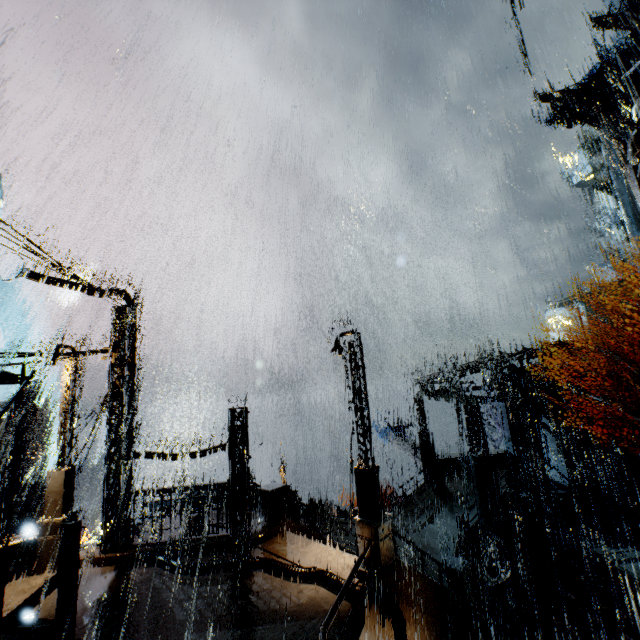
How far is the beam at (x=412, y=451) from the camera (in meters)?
26.11

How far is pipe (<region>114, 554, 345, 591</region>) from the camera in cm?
943

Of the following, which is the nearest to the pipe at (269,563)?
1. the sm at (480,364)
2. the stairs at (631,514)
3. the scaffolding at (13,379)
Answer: the scaffolding at (13,379)

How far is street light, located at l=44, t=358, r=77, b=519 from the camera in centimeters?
1183cm

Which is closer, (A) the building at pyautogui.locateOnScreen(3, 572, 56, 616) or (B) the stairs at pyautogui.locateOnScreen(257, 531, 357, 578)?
(A) the building at pyautogui.locateOnScreen(3, 572, 56, 616)

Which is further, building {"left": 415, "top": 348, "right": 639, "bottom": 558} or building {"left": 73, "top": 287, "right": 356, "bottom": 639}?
building {"left": 415, "top": 348, "right": 639, "bottom": 558}

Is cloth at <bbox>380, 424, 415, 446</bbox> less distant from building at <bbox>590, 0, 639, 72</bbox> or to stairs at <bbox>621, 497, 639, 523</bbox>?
building at <bbox>590, 0, 639, 72</bbox>

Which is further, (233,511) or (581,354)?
(581,354)
